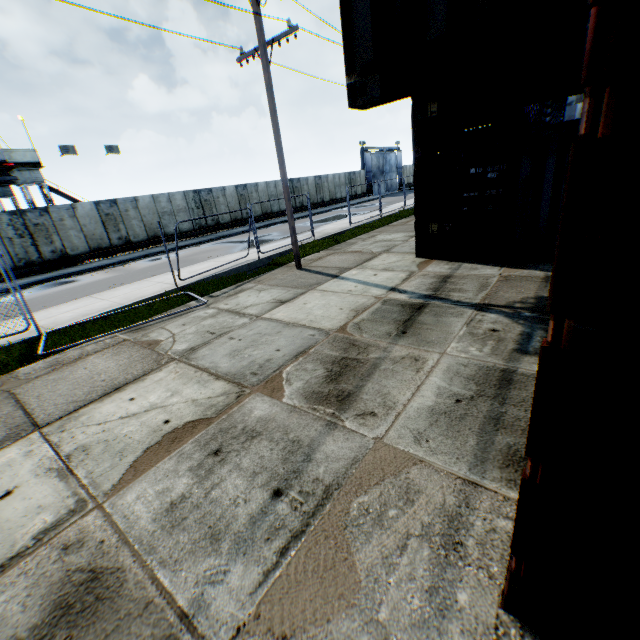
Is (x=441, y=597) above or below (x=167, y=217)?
below

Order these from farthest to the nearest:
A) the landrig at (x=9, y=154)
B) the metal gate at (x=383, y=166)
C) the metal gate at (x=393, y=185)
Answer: the metal gate at (x=393, y=185)
the metal gate at (x=383, y=166)
the landrig at (x=9, y=154)

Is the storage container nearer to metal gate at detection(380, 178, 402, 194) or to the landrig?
the landrig

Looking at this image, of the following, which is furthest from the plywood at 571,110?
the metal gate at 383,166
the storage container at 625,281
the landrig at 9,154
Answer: the landrig at 9,154

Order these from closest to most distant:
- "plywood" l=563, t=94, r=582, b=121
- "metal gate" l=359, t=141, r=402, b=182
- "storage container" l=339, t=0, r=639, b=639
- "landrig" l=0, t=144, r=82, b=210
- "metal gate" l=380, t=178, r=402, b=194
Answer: "storage container" l=339, t=0, r=639, b=639
"landrig" l=0, t=144, r=82, b=210
"plywood" l=563, t=94, r=582, b=121
"metal gate" l=359, t=141, r=402, b=182
"metal gate" l=380, t=178, r=402, b=194

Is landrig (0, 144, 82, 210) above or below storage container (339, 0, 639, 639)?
above

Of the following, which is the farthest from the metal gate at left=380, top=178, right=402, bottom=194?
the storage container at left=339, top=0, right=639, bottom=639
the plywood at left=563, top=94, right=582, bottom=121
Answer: the storage container at left=339, top=0, right=639, bottom=639

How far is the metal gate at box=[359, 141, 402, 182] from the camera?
42.7m
